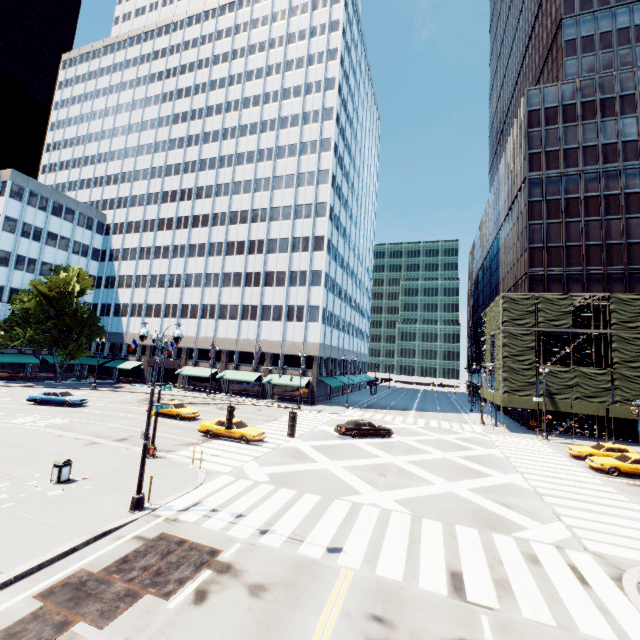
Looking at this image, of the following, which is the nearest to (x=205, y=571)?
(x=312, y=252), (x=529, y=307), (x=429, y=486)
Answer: (x=429, y=486)

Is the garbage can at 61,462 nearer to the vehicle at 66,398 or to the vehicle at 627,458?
the vehicle at 66,398

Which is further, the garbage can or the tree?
the tree

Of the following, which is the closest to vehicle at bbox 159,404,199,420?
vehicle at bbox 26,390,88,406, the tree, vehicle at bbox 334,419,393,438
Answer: vehicle at bbox 26,390,88,406

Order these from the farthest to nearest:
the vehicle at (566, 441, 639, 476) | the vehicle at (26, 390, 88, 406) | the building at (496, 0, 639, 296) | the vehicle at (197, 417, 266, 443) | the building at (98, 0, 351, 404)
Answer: the building at (98, 0, 351, 404) → the building at (496, 0, 639, 296) → the vehicle at (26, 390, 88, 406) → the vehicle at (197, 417, 266, 443) → the vehicle at (566, 441, 639, 476)

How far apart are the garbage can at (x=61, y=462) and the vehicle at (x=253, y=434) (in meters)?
10.12

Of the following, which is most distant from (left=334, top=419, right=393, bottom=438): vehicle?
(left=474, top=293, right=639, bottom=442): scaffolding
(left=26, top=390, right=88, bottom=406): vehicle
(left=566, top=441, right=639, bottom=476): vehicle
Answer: (left=26, top=390, right=88, bottom=406): vehicle

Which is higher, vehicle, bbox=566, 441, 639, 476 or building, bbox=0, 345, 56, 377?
building, bbox=0, 345, 56, 377
